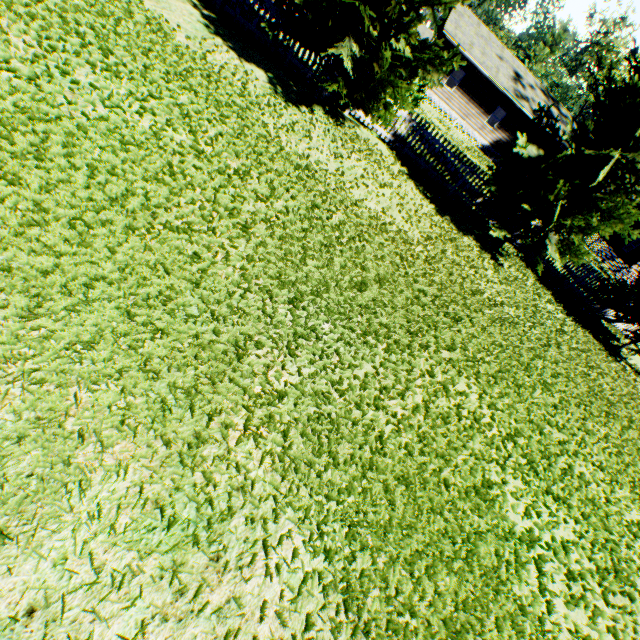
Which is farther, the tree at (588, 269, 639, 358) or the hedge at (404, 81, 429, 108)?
the tree at (588, 269, 639, 358)

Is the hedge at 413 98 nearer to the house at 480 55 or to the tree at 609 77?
the house at 480 55

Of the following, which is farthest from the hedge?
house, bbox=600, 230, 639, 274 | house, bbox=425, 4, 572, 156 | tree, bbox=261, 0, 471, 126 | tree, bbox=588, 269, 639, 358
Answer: house, bbox=600, 230, 639, 274

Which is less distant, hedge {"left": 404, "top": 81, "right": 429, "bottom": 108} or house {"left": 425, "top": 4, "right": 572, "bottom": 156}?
hedge {"left": 404, "top": 81, "right": 429, "bottom": 108}

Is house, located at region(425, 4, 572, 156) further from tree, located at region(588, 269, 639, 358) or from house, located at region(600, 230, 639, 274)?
tree, located at region(588, 269, 639, 358)

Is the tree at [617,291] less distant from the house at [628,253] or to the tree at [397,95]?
the tree at [397,95]

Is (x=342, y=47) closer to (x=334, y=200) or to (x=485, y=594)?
(x=334, y=200)

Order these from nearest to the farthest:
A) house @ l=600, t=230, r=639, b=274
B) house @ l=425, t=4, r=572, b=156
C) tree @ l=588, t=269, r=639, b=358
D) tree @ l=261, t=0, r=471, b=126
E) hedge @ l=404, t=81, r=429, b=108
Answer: tree @ l=261, t=0, r=471, b=126 → hedge @ l=404, t=81, r=429, b=108 → tree @ l=588, t=269, r=639, b=358 → house @ l=425, t=4, r=572, b=156 → house @ l=600, t=230, r=639, b=274
